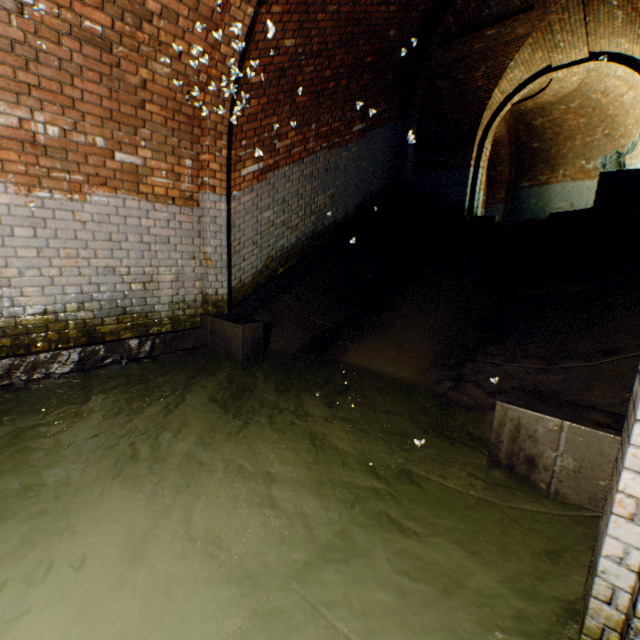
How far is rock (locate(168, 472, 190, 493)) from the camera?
2.3m

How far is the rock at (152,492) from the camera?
2.3m

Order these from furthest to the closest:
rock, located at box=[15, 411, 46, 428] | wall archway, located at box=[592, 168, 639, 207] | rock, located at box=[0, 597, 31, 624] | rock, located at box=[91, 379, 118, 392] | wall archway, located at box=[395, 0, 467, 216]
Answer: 1. wall archway, located at box=[395, 0, 467, 216]
2. wall archway, located at box=[592, 168, 639, 207]
3. rock, located at box=[91, 379, 118, 392]
4. rock, located at box=[15, 411, 46, 428]
5. rock, located at box=[0, 597, 31, 624]

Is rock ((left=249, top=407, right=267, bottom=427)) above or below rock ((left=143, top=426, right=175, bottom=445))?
below

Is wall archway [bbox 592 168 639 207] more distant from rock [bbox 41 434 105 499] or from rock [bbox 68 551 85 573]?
rock [bbox 68 551 85 573]

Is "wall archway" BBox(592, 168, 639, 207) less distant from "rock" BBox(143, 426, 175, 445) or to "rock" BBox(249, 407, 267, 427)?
"rock" BBox(249, 407, 267, 427)

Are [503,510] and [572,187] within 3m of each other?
no

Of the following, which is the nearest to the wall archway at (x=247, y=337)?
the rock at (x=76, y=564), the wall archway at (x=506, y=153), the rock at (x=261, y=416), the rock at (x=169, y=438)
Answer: the rock at (x=261, y=416)
